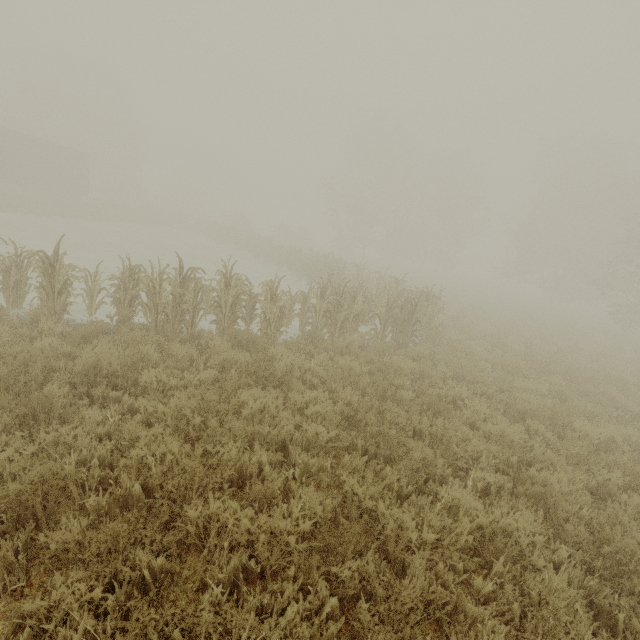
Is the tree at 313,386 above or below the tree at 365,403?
below

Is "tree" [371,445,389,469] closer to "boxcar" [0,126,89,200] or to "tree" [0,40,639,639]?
"tree" [0,40,639,639]

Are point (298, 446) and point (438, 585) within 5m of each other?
yes

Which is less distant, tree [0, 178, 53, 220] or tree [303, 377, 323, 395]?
tree [303, 377, 323, 395]

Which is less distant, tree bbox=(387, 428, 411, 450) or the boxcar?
tree bbox=(387, 428, 411, 450)

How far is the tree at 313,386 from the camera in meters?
5.6 m

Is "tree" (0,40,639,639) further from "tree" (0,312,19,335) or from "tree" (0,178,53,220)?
"tree" (0,178,53,220)
